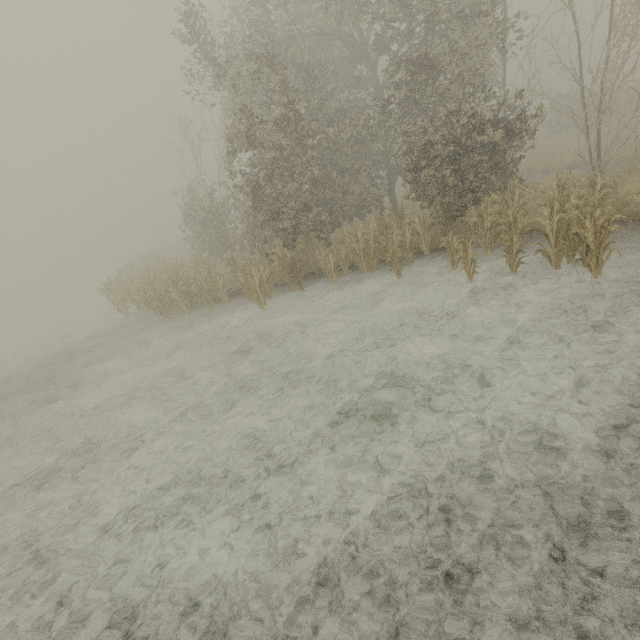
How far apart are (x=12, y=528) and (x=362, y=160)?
16.2m
